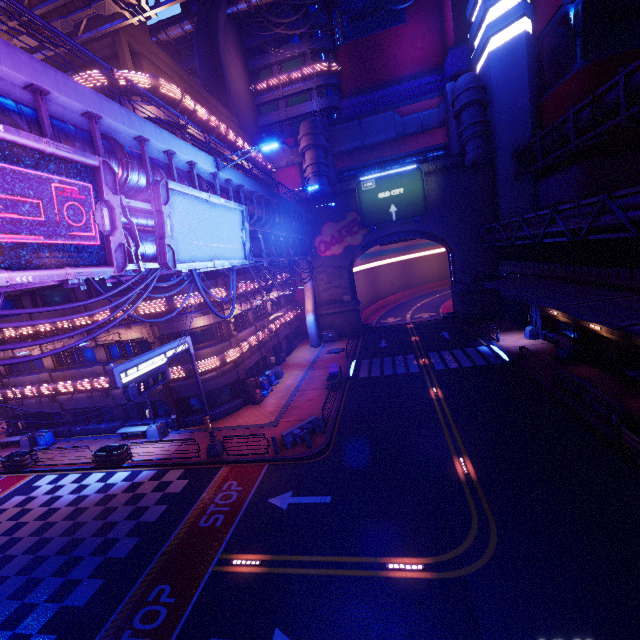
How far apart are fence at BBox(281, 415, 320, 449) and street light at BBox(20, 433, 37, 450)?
20.7m

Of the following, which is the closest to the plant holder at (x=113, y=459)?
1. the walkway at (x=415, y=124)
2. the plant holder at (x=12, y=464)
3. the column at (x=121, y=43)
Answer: the plant holder at (x=12, y=464)

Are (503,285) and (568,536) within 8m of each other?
no

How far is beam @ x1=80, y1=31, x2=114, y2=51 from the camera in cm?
1995

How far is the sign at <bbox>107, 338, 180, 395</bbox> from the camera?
12.9m

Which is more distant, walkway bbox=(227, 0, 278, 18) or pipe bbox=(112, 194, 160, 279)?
walkway bbox=(227, 0, 278, 18)

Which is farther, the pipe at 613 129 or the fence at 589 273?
→ the pipe at 613 129

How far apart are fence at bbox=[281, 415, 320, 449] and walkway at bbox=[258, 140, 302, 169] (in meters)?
33.13
